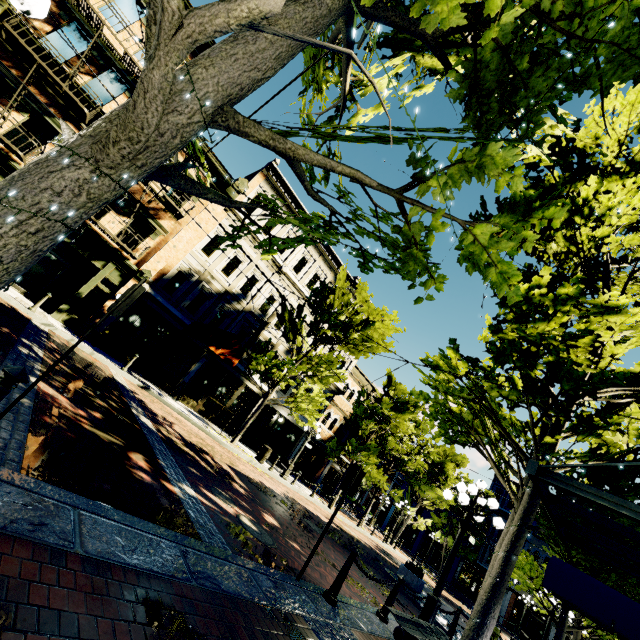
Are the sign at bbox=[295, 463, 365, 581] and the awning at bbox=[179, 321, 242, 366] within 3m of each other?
no

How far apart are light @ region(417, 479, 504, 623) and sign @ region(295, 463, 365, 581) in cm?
333

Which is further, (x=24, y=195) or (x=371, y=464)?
(x=371, y=464)

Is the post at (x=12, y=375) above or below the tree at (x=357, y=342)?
below

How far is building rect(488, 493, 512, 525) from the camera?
39.0m

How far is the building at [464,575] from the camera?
36.8 meters

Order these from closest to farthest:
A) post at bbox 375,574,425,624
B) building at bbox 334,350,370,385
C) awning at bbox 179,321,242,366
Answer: post at bbox 375,574,425,624 → awning at bbox 179,321,242,366 → building at bbox 334,350,370,385

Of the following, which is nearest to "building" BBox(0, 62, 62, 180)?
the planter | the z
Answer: the z
